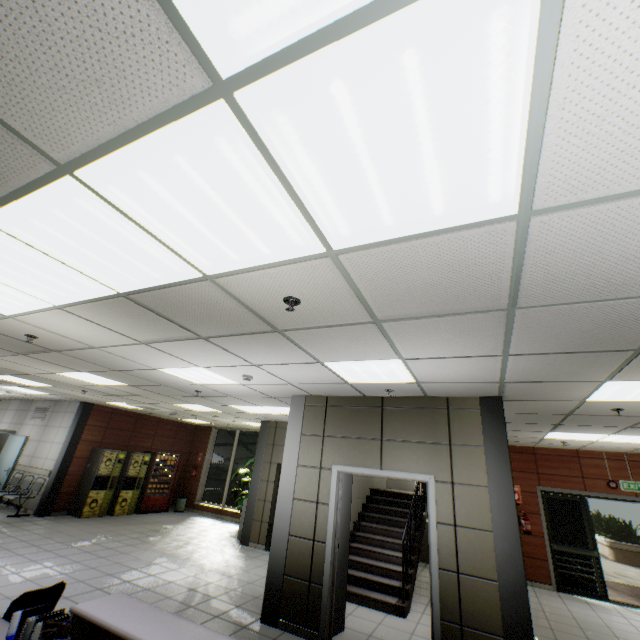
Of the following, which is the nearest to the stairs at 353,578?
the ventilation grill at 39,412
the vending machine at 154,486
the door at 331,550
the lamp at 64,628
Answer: the door at 331,550

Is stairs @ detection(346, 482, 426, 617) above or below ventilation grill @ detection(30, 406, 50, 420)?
below

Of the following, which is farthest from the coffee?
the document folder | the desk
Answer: the document folder

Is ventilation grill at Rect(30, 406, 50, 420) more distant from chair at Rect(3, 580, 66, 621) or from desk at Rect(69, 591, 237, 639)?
chair at Rect(3, 580, 66, 621)

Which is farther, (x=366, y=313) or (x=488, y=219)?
(x=366, y=313)

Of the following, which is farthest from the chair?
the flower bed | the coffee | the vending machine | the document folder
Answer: the flower bed

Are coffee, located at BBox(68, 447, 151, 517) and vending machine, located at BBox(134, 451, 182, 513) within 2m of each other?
yes

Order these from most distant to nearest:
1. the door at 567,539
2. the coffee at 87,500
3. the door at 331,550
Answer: the coffee at 87,500 → the door at 567,539 → the door at 331,550
